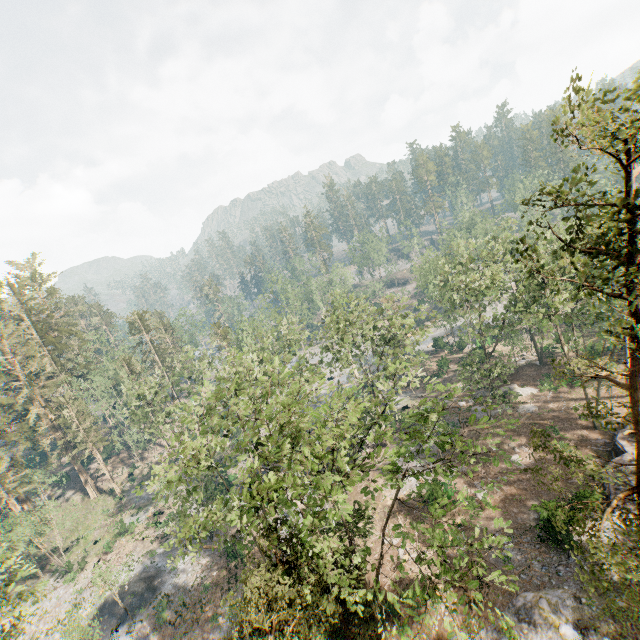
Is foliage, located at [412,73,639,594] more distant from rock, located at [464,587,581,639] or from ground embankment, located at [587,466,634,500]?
ground embankment, located at [587,466,634,500]

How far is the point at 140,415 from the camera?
37.7m

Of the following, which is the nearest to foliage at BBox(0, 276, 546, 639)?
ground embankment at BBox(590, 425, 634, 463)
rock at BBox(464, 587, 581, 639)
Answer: rock at BBox(464, 587, 581, 639)

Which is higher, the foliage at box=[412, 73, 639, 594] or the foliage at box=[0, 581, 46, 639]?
the foliage at box=[412, 73, 639, 594]

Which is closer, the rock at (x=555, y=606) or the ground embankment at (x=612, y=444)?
the rock at (x=555, y=606)

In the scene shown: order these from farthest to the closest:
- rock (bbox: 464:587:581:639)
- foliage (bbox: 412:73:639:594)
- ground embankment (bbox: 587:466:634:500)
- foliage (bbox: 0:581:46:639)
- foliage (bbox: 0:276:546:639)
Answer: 1. ground embankment (bbox: 587:466:634:500)
2. foliage (bbox: 0:581:46:639)
3. rock (bbox: 464:587:581:639)
4. foliage (bbox: 0:276:546:639)
5. foliage (bbox: 412:73:639:594)

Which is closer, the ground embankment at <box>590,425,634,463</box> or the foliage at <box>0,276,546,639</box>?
the foliage at <box>0,276,546,639</box>

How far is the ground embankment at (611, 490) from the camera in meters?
23.8 m
